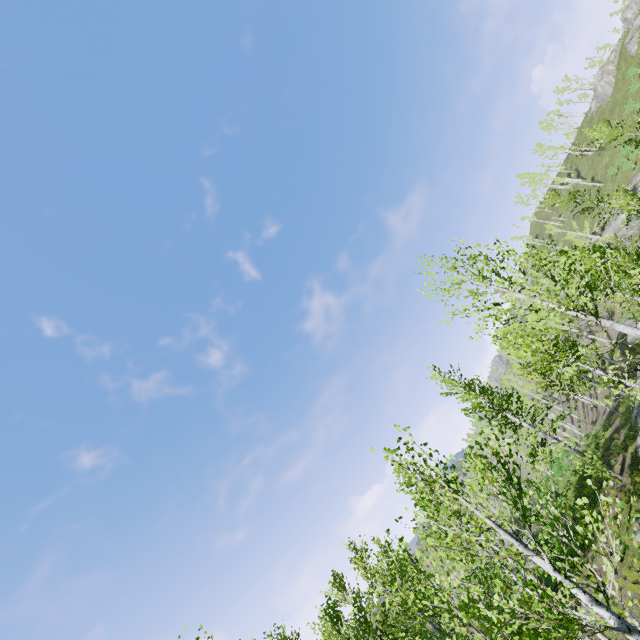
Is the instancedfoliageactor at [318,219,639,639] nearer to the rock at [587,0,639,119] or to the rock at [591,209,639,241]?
the rock at [591,209,639,241]

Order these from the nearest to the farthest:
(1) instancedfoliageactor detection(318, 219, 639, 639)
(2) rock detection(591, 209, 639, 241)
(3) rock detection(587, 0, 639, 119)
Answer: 1. (1) instancedfoliageactor detection(318, 219, 639, 639)
2. (2) rock detection(591, 209, 639, 241)
3. (3) rock detection(587, 0, 639, 119)

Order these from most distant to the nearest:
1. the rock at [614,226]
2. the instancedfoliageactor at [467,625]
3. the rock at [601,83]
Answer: the rock at [601,83] → the rock at [614,226] → the instancedfoliageactor at [467,625]

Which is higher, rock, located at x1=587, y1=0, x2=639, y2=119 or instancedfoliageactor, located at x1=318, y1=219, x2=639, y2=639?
rock, located at x1=587, y1=0, x2=639, y2=119

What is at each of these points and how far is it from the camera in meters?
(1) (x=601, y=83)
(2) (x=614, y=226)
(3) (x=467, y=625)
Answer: (1) rock, 48.1 m
(2) rock, 38.2 m
(3) instancedfoliageactor, 4.8 m

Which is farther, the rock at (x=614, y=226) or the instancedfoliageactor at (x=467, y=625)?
→ the rock at (x=614, y=226)

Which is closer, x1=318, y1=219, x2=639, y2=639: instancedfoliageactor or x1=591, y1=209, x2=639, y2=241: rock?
x1=318, y1=219, x2=639, y2=639: instancedfoliageactor
